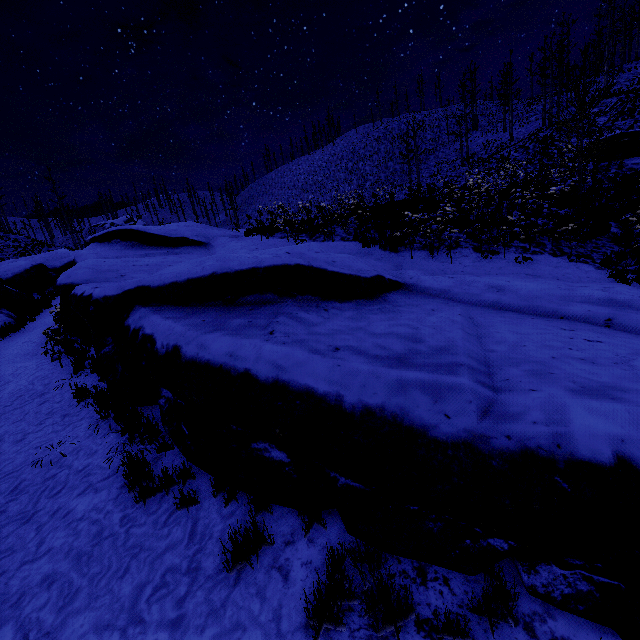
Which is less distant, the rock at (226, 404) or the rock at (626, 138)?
the rock at (226, 404)

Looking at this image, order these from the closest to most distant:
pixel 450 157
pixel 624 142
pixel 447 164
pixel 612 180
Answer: pixel 612 180 < pixel 624 142 < pixel 447 164 < pixel 450 157

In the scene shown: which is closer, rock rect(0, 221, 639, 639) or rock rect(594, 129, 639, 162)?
rock rect(0, 221, 639, 639)

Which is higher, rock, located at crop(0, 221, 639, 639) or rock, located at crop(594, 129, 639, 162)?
rock, located at crop(594, 129, 639, 162)

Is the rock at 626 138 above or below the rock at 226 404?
above
